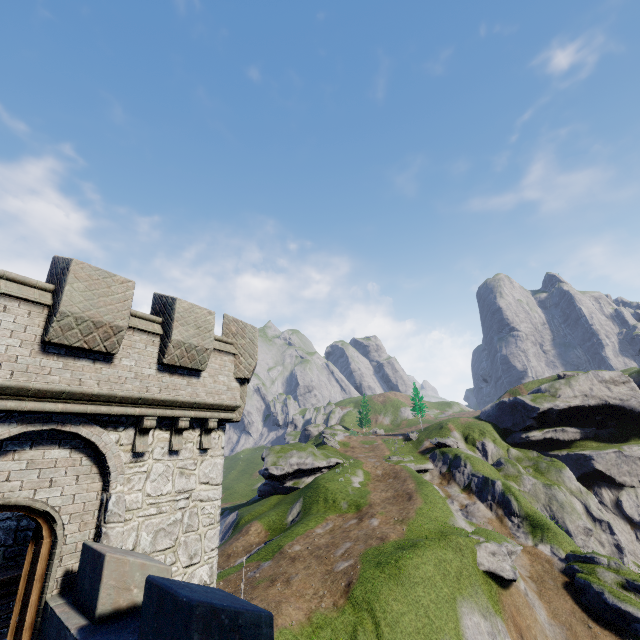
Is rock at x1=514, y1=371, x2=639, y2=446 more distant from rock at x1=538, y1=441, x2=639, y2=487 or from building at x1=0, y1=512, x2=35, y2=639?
building at x1=0, y1=512, x2=35, y2=639

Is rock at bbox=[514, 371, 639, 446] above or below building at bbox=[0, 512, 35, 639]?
above

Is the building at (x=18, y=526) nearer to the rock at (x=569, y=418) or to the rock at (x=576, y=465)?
the rock at (x=569, y=418)

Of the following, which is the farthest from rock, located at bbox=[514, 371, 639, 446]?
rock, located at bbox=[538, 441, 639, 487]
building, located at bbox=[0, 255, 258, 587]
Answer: building, located at bbox=[0, 255, 258, 587]

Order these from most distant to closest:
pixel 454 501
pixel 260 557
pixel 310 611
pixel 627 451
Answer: pixel 627 451 → pixel 454 501 → pixel 260 557 → pixel 310 611
